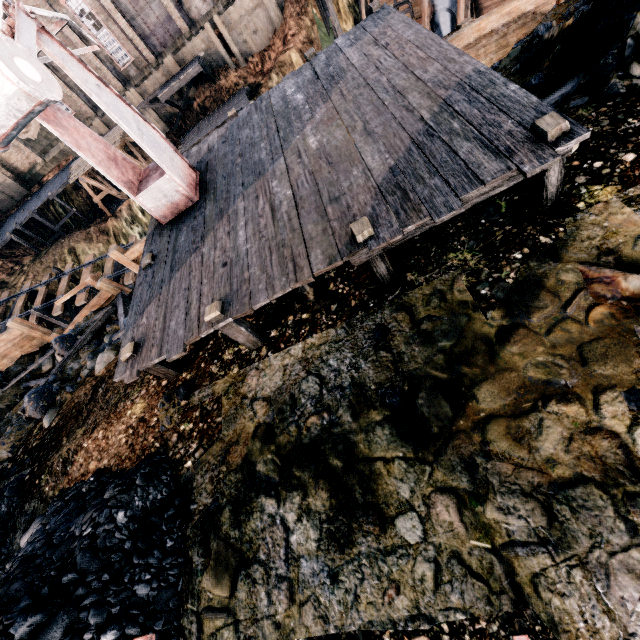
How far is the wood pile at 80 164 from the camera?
30.3 meters

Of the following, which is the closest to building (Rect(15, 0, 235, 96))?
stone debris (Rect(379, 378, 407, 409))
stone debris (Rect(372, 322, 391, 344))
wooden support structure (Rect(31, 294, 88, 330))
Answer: wooden support structure (Rect(31, 294, 88, 330))

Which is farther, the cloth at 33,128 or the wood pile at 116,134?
the cloth at 33,128

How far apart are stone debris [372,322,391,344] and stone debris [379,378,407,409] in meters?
0.8 m

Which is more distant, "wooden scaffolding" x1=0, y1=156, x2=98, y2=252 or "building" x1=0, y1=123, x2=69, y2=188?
"building" x1=0, y1=123, x2=69, y2=188

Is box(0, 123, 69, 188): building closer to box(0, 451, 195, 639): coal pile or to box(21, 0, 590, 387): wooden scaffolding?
box(21, 0, 590, 387): wooden scaffolding

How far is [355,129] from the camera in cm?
691

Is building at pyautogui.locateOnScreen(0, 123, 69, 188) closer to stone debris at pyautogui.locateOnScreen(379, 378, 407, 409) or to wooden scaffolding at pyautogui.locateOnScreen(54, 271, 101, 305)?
wooden scaffolding at pyautogui.locateOnScreen(54, 271, 101, 305)
